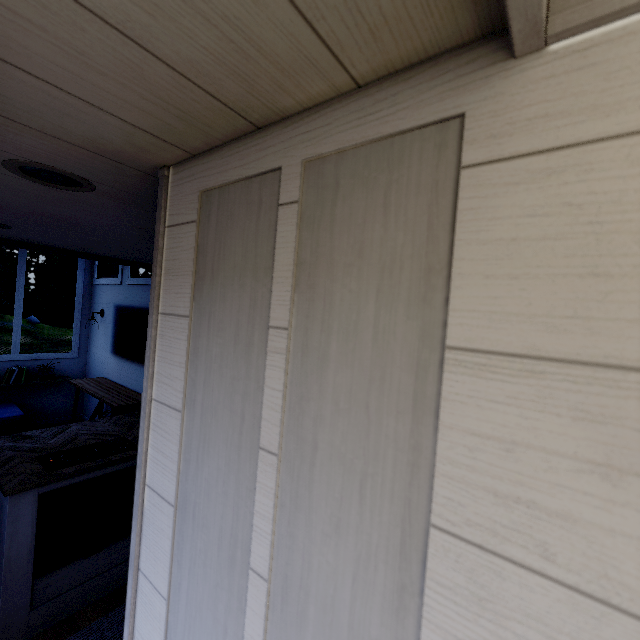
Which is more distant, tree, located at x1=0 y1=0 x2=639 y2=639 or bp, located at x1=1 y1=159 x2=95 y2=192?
bp, located at x1=1 y1=159 x2=95 y2=192

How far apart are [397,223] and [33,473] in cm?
285

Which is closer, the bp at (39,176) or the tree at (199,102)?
the tree at (199,102)
